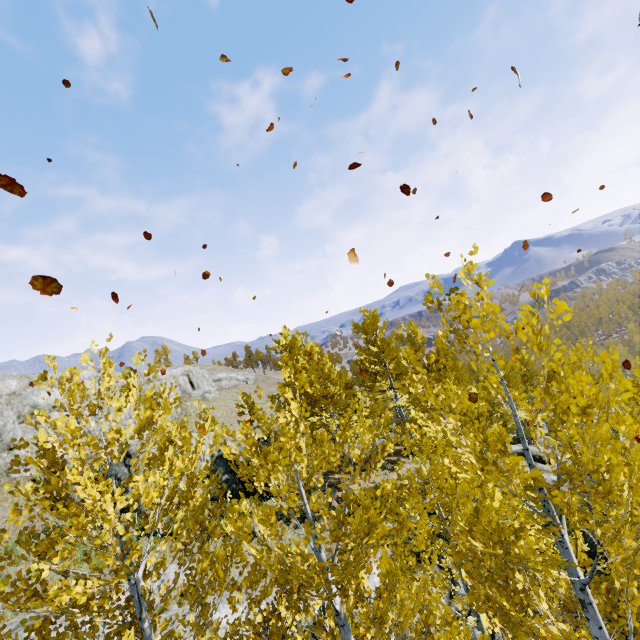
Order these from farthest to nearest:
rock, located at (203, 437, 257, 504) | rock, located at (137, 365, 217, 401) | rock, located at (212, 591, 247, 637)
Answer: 1. rock, located at (137, 365, 217, 401)
2. rock, located at (203, 437, 257, 504)
3. rock, located at (212, 591, 247, 637)

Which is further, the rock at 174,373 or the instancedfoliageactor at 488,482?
the rock at 174,373

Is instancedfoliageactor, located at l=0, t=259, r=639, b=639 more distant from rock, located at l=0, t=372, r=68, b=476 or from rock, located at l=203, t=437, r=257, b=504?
rock, located at l=203, t=437, r=257, b=504

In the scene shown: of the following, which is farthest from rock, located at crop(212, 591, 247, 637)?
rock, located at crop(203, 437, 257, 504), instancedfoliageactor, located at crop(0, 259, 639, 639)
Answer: rock, located at crop(203, 437, 257, 504)

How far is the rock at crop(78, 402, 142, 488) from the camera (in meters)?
14.78

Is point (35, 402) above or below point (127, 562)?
above
